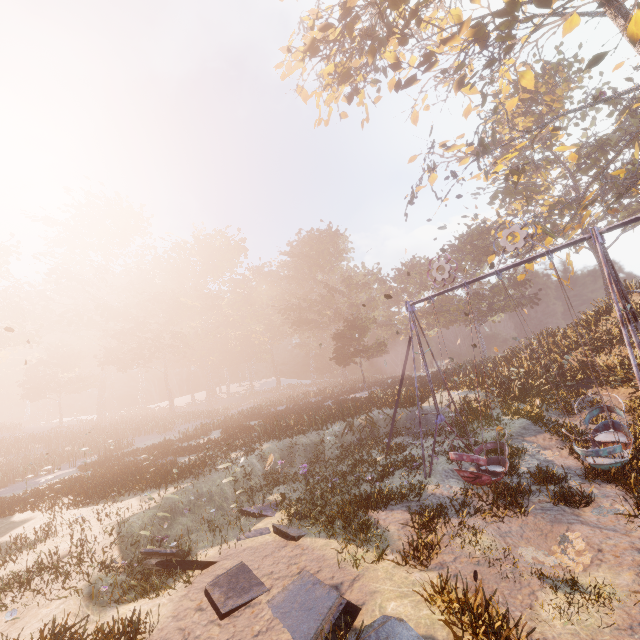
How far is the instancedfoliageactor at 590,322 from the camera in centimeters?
1789cm

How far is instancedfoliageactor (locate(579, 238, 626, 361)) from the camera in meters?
17.9 m

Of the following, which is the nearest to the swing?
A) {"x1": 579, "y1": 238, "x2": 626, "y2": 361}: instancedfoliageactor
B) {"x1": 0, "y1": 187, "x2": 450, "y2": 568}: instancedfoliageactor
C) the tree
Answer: the tree

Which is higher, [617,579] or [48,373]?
[48,373]

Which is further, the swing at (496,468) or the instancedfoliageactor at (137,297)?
the instancedfoliageactor at (137,297)

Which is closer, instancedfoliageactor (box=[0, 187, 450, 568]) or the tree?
instancedfoliageactor (box=[0, 187, 450, 568])

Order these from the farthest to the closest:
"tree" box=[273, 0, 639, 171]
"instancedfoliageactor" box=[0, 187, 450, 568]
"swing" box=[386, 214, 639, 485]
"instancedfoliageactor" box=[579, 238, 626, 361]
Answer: "instancedfoliageactor" box=[579, 238, 626, 361] → "tree" box=[273, 0, 639, 171] → "instancedfoliageactor" box=[0, 187, 450, 568] → "swing" box=[386, 214, 639, 485]

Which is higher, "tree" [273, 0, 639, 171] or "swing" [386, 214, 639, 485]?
"tree" [273, 0, 639, 171]
